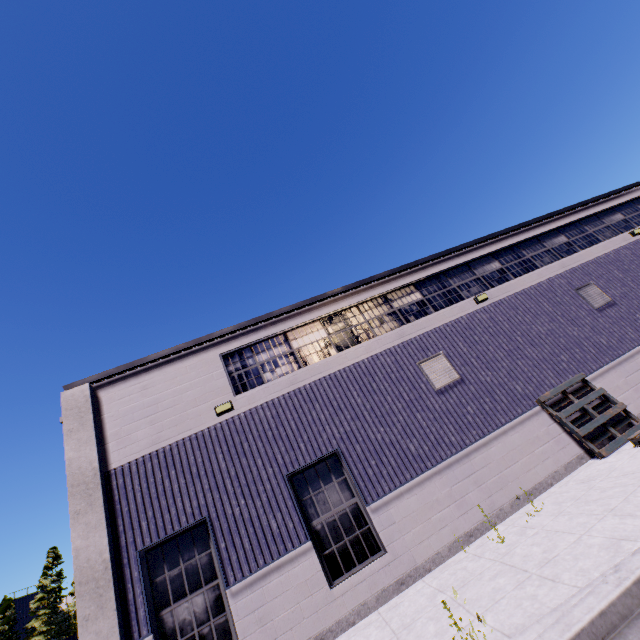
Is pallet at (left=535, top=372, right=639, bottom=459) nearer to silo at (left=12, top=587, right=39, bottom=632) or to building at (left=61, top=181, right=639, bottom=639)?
building at (left=61, top=181, right=639, bottom=639)

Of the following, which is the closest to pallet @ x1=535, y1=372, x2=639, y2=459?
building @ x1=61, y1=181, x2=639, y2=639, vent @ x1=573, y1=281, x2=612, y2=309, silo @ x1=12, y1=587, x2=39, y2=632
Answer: building @ x1=61, y1=181, x2=639, y2=639

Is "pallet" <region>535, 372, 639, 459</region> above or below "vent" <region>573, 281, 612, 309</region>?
below

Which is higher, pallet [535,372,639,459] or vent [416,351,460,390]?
vent [416,351,460,390]

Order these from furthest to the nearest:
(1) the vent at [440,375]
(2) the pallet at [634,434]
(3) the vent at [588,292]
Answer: (3) the vent at [588,292]
(1) the vent at [440,375]
(2) the pallet at [634,434]

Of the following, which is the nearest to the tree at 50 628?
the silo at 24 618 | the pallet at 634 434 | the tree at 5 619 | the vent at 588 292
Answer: the tree at 5 619

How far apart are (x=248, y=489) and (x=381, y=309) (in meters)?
6.89

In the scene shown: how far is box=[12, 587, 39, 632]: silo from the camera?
53.0 meters
